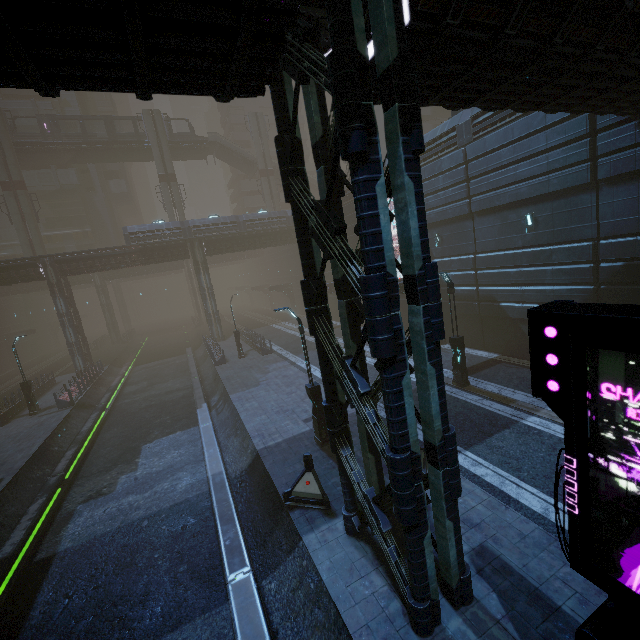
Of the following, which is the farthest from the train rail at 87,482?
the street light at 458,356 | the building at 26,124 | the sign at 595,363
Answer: the building at 26,124

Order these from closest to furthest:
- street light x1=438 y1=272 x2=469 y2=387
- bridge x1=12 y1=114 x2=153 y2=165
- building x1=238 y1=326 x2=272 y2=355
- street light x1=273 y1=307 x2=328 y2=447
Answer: street light x1=273 y1=307 x2=328 y2=447
street light x1=438 y1=272 x2=469 y2=387
building x1=238 y1=326 x2=272 y2=355
bridge x1=12 y1=114 x2=153 y2=165

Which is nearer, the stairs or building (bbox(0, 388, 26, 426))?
building (bbox(0, 388, 26, 426))

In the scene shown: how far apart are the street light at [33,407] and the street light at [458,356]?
26.8m

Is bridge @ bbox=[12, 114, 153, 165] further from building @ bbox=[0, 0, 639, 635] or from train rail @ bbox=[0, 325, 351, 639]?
train rail @ bbox=[0, 325, 351, 639]

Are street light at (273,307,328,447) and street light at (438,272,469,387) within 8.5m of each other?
yes

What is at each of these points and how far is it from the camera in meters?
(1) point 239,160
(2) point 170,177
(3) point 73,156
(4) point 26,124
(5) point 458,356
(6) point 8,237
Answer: (1) stairs, 49.7
(2) sm, 43.2
(3) bridge, 42.1
(4) building, 44.9
(5) street light, 15.5
(6) building, 49.9
